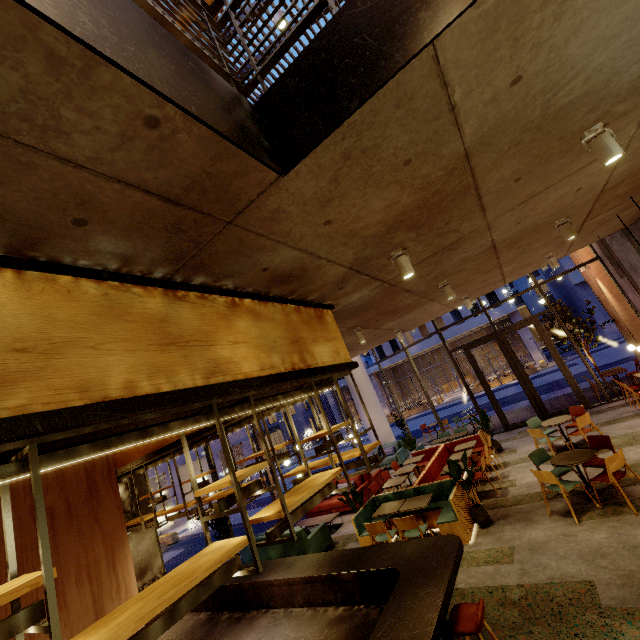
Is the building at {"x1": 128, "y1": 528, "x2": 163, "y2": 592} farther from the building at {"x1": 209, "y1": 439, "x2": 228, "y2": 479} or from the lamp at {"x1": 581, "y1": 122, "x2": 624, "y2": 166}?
the building at {"x1": 209, "y1": 439, "x2": 228, "y2": 479}

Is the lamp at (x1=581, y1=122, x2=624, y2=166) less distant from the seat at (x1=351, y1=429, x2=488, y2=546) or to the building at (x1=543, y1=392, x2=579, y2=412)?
the building at (x1=543, y1=392, x2=579, y2=412)

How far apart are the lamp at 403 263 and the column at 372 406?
13.1 meters

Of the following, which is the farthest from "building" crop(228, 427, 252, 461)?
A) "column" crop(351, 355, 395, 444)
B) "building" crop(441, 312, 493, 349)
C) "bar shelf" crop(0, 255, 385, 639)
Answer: "column" crop(351, 355, 395, 444)

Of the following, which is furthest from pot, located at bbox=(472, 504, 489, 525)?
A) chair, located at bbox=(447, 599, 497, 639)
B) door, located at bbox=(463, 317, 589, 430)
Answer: door, located at bbox=(463, 317, 589, 430)

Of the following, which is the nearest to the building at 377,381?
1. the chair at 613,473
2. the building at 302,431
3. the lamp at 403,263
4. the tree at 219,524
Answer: the building at 302,431

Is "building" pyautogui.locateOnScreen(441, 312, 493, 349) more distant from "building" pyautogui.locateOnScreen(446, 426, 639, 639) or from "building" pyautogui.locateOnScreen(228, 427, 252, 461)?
"building" pyautogui.locateOnScreen(446, 426, 639, 639)

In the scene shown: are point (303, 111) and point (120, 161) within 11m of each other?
yes
